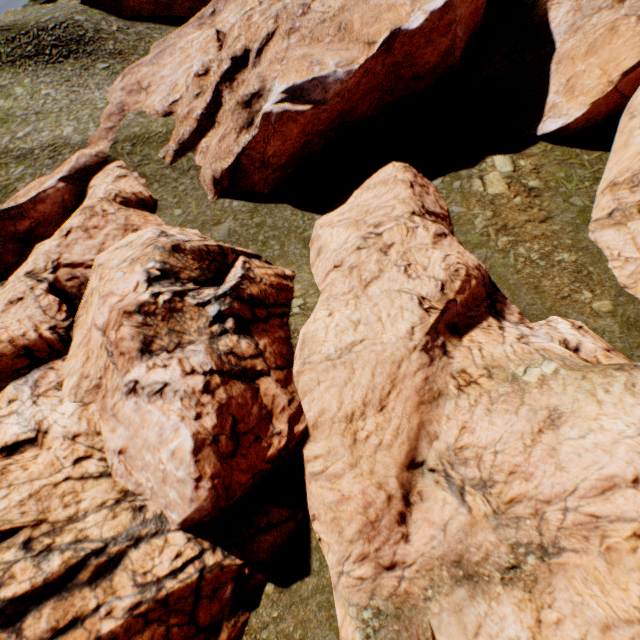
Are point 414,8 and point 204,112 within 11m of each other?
no
